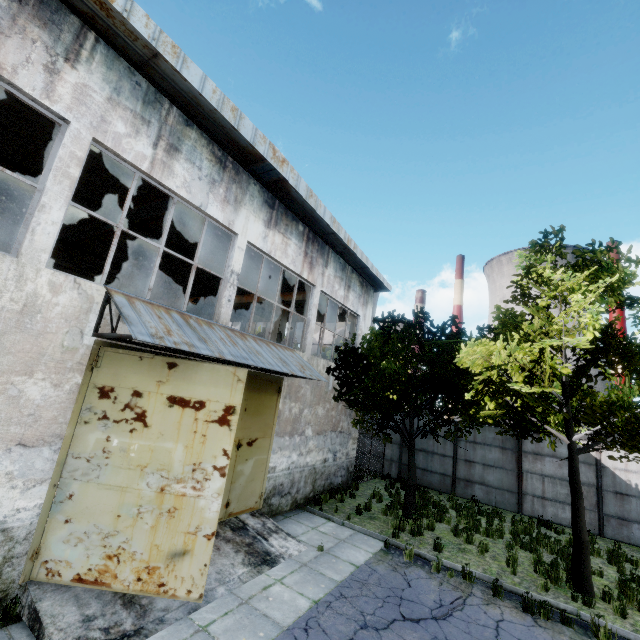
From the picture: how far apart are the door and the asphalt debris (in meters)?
3.93

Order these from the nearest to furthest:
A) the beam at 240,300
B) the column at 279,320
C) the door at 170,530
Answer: the door at 170,530 → the column at 279,320 → the beam at 240,300

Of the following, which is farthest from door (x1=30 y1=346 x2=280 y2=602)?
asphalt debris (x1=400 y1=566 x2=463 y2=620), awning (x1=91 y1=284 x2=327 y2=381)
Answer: asphalt debris (x1=400 y1=566 x2=463 y2=620)

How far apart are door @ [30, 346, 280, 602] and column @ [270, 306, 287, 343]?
8.9m

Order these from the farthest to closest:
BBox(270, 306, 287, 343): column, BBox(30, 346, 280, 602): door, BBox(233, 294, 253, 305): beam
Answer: BBox(233, 294, 253, 305): beam < BBox(270, 306, 287, 343): column < BBox(30, 346, 280, 602): door

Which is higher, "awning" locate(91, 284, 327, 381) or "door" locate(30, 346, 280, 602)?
"awning" locate(91, 284, 327, 381)

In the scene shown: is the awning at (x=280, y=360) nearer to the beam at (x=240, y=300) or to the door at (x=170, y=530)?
the door at (x=170, y=530)

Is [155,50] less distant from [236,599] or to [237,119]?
[237,119]
